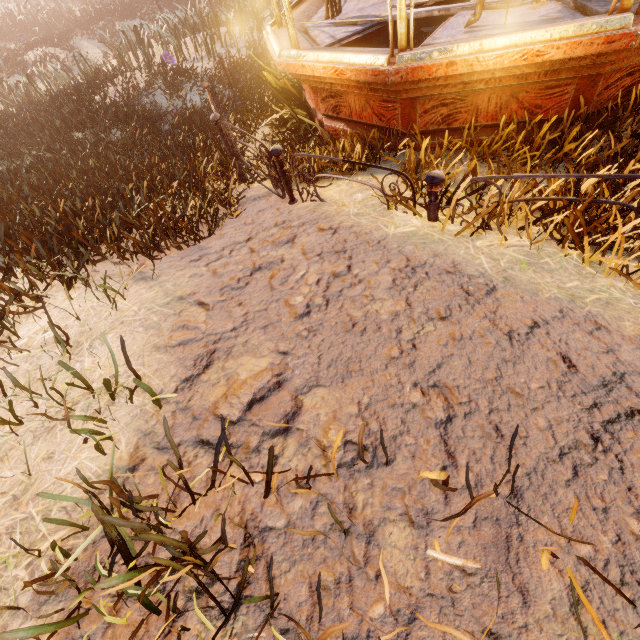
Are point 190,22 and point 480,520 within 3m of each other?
no

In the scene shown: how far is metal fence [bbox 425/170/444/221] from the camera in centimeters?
272cm

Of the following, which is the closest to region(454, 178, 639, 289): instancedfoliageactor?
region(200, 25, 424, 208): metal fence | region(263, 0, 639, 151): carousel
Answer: region(263, 0, 639, 151): carousel

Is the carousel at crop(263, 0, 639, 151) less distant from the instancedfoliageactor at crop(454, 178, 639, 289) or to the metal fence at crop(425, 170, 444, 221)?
the instancedfoliageactor at crop(454, 178, 639, 289)

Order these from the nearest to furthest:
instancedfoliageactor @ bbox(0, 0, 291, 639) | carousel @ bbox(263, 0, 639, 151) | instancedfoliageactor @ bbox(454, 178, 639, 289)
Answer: instancedfoliageactor @ bbox(0, 0, 291, 639) → instancedfoliageactor @ bbox(454, 178, 639, 289) → carousel @ bbox(263, 0, 639, 151)

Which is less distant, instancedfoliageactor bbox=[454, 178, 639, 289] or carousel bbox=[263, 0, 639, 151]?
instancedfoliageactor bbox=[454, 178, 639, 289]

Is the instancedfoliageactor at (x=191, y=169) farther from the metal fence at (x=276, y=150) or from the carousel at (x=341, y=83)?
the metal fence at (x=276, y=150)

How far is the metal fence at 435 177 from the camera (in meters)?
2.72
